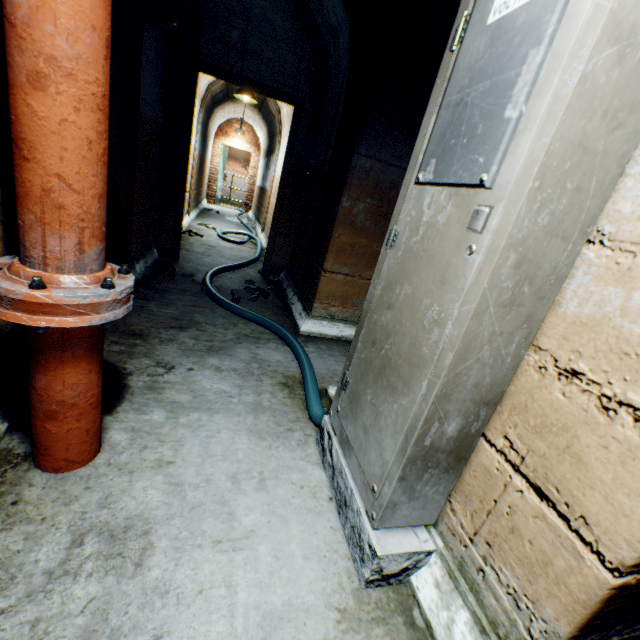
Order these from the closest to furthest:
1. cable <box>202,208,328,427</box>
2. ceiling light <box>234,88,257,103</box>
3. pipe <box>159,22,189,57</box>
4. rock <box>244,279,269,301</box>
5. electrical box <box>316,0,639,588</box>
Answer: electrical box <box>316,0,639,588</box> → cable <box>202,208,328,427</box> → pipe <box>159,22,189,57</box> → rock <box>244,279,269,301</box> → ceiling light <box>234,88,257,103</box>

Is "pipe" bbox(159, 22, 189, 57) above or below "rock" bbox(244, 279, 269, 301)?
above

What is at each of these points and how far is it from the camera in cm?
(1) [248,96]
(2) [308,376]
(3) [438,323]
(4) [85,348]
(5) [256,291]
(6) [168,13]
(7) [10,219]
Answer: (1) ceiling light, 585
(2) cable, 215
(3) electrical box, 90
(4) pipe, 108
(5) rock, 377
(6) pipe end, 239
(7) building tunnel, 128

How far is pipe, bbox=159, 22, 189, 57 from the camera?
2.8 meters

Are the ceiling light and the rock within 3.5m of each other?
no

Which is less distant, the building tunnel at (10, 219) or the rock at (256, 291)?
the building tunnel at (10, 219)

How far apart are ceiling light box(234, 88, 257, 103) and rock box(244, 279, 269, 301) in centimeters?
413cm

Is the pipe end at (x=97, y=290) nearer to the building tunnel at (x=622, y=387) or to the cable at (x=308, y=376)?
the building tunnel at (x=622, y=387)
